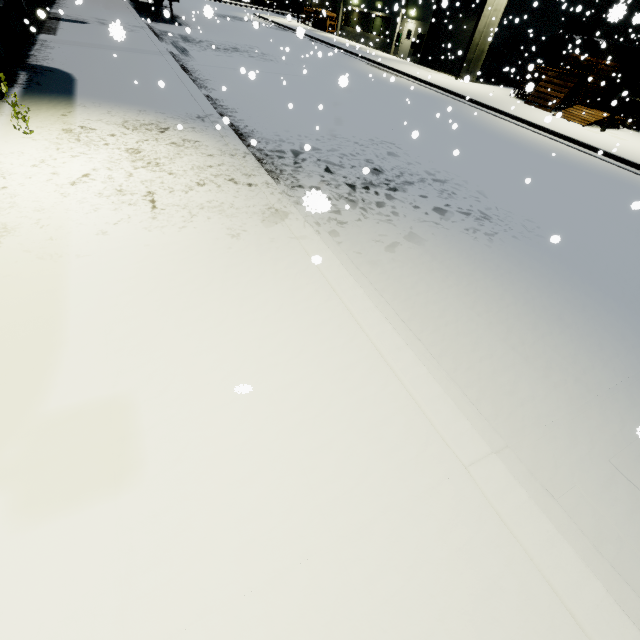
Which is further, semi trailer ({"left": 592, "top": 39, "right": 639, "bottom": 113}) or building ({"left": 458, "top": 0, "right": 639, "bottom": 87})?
building ({"left": 458, "top": 0, "right": 639, "bottom": 87})

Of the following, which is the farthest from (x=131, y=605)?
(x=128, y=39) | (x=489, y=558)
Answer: (x=128, y=39)

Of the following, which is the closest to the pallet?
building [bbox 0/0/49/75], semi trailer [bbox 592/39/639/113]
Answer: building [bbox 0/0/49/75]

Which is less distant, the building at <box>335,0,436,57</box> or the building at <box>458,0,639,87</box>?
the building at <box>458,0,639,87</box>

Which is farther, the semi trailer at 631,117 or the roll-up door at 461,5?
the roll-up door at 461,5

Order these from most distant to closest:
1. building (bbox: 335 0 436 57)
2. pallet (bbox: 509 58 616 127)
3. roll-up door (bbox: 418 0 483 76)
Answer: building (bbox: 335 0 436 57) < roll-up door (bbox: 418 0 483 76) < pallet (bbox: 509 58 616 127)

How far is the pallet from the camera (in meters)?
17.44

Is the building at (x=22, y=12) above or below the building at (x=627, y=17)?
below
